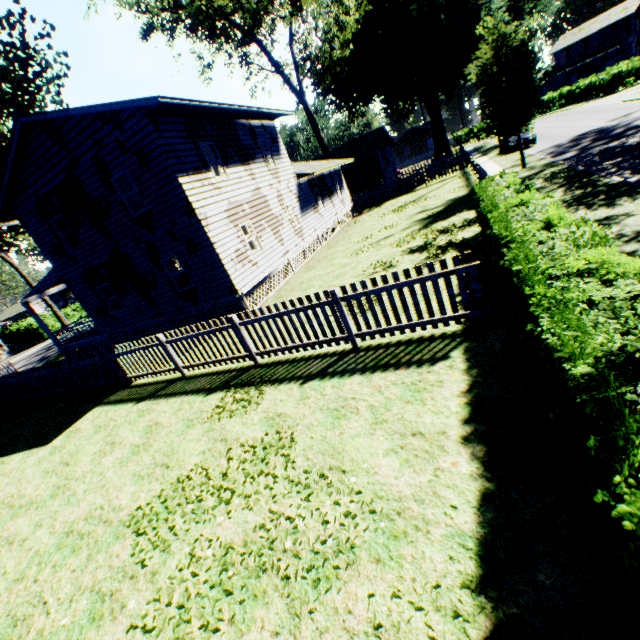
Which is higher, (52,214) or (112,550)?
(52,214)

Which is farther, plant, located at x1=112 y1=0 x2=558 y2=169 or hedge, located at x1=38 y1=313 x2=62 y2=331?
hedge, located at x1=38 y1=313 x2=62 y2=331

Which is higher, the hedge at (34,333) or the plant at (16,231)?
the plant at (16,231)

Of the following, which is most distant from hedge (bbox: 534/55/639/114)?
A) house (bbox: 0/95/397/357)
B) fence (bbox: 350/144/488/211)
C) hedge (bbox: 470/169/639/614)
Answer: hedge (bbox: 470/169/639/614)

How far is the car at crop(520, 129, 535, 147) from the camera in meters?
25.0 m

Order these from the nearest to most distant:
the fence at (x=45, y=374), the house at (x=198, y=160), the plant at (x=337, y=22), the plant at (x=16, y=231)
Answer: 1. the fence at (x=45, y=374)
2. the house at (x=198, y=160)
3. the plant at (x=337, y=22)
4. the plant at (x=16, y=231)

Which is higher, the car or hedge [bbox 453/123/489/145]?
hedge [bbox 453/123/489/145]

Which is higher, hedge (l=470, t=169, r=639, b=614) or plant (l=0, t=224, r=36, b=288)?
plant (l=0, t=224, r=36, b=288)
